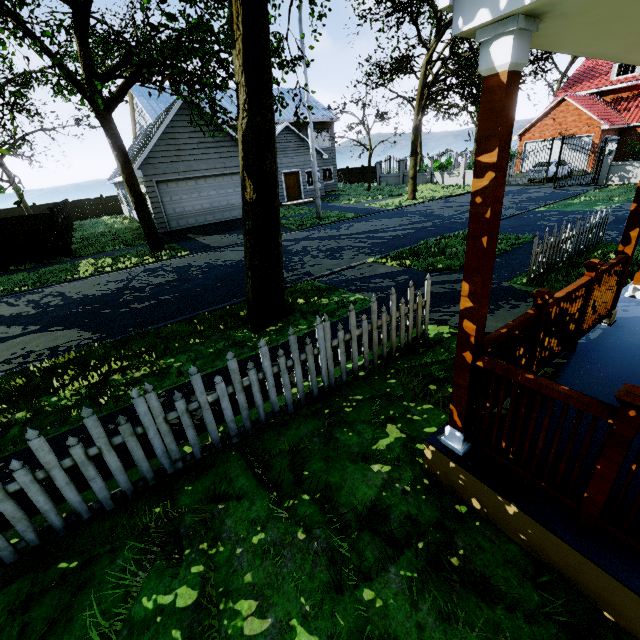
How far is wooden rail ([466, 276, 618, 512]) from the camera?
1.89m

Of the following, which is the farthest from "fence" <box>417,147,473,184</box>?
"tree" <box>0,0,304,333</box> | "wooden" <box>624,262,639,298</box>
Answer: "wooden" <box>624,262,639,298</box>

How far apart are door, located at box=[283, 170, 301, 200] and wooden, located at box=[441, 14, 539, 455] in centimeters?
2528cm

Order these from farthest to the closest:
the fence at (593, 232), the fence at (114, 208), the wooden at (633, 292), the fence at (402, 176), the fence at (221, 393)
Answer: the fence at (114, 208) → the fence at (402, 176) → the fence at (593, 232) → the wooden at (633, 292) → the fence at (221, 393)

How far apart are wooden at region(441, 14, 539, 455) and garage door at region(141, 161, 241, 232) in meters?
17.7 m

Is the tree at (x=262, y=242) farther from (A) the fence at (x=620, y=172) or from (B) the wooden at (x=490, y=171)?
(B) the wooden at (x=490, y=171)

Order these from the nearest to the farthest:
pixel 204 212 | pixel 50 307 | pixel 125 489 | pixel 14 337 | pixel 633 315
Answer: pixel 125 489
pixel 633 315
pixel 14 337
pixel 50 307
pixel 204 212

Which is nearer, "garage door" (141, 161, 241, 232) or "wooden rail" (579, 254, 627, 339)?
"wooden rail" (579, 254, 627, 339)
